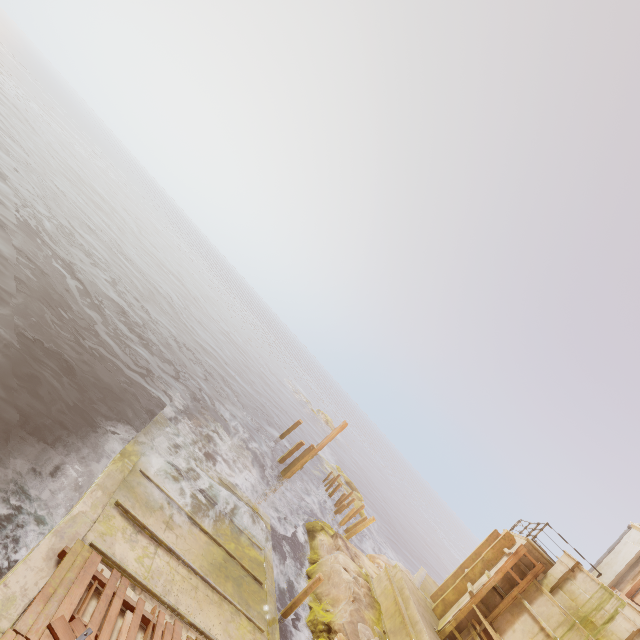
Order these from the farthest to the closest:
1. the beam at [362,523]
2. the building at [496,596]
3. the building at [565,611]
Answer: the beam at [362,523] → the building at [496,596] → the building at [565,611]

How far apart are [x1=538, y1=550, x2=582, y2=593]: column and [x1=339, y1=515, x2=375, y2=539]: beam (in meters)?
10.11

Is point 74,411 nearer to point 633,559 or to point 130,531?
point 130,531

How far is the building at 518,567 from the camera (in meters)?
12.41

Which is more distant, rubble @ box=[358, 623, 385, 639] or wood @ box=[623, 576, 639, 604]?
wood @ box=[623, 576, 639, 604]

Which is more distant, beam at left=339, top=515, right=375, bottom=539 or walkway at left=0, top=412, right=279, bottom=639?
beam at left=339, top=515, right=375, bottom=539

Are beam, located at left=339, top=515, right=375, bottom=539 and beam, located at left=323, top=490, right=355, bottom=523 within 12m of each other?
yes

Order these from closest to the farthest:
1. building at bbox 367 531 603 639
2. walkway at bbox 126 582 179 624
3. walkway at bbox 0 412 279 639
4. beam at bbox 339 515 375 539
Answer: walkway at bbox 0 412 279 639
walkway at bbox 126 582 179 624
building at bbox 367 531 603 639
beam at bbox 339 515 375 539
